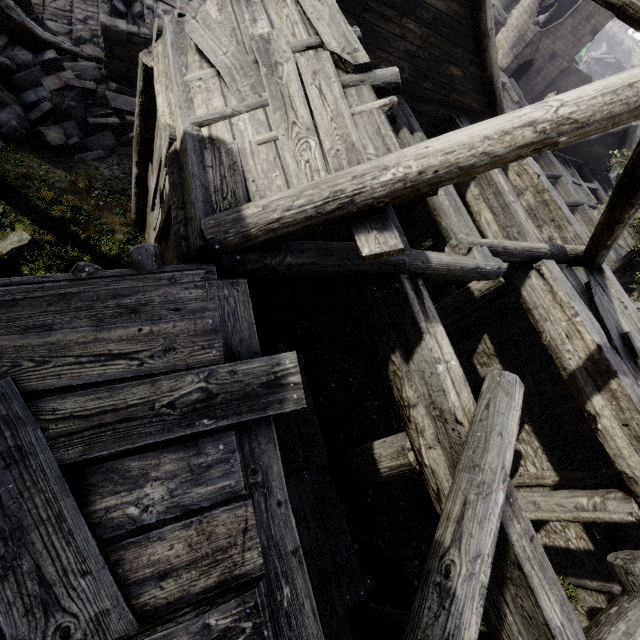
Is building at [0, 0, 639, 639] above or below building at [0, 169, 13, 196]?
above

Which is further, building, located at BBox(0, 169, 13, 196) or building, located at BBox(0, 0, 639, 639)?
building, located at BBox(0, 169, 13, 196)

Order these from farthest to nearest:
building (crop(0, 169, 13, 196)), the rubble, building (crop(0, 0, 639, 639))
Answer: the rubble, building (crop(0, 169, 13, 196)), building (crop(0, 0, 639, 639))

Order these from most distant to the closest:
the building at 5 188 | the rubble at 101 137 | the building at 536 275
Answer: the rubble at 101 137 < the building at 5 188 < the building at 536 275

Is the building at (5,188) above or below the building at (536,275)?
below

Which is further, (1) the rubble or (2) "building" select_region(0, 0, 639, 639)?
(1) the rubble

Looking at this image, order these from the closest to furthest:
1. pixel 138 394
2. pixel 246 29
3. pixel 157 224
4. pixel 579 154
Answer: pixel 138 394 → pixel 246 29 → pixel 157 224 → pixel 579 154
